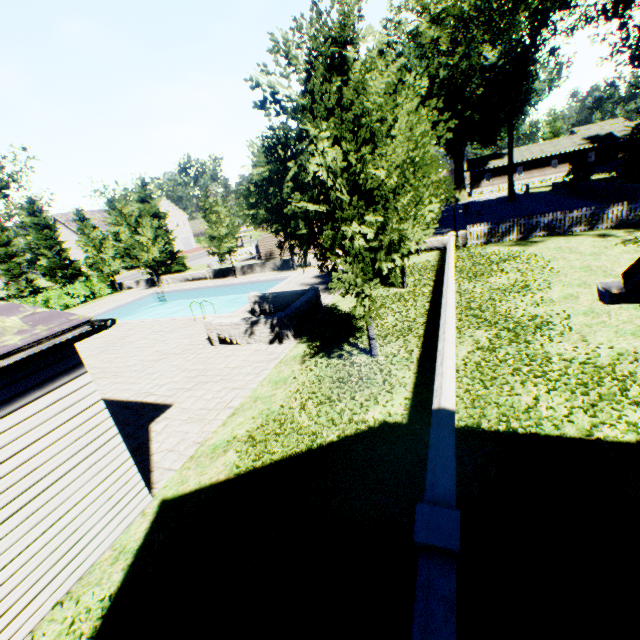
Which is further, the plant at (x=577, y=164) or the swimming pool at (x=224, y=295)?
the plant at (x=577, y=164)

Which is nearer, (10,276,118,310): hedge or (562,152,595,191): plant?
(10,276,118,310): hedge

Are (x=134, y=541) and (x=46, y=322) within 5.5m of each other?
yes

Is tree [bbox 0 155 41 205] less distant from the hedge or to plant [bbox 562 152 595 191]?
plant [bbox 562 152 595 191]

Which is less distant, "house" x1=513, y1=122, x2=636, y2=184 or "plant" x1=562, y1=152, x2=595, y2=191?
"plant" x1=562, y1=152, x2=595, y2=191

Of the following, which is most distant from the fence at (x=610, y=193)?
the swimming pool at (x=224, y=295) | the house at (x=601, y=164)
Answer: the swimming pool at (x=224, y=295)

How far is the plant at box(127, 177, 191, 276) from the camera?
32.81m
